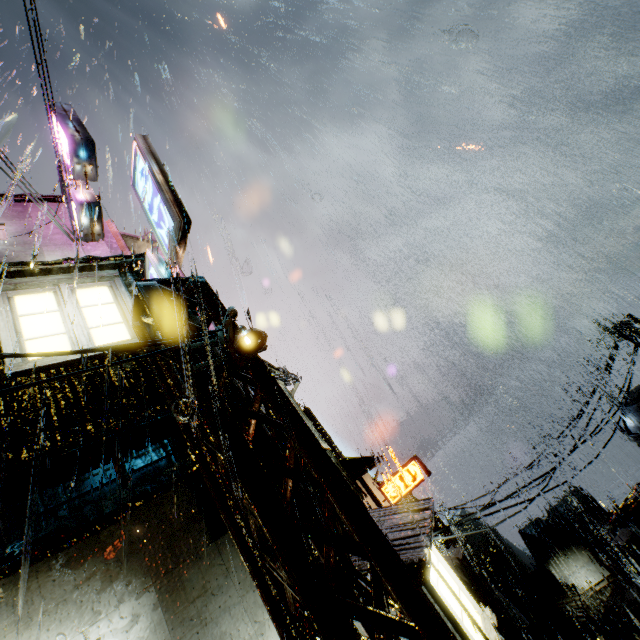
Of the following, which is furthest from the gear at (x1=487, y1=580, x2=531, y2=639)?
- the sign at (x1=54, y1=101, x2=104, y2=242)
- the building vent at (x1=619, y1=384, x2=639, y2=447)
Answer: the sign at (x1=54, y1=101, x2=104, y2=242)

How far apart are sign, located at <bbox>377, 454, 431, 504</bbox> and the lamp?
22.38m

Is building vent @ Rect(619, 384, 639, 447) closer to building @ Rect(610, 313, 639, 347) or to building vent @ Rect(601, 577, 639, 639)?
building @ Rect(610, 313, 639, 347)

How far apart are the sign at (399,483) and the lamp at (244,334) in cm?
2238

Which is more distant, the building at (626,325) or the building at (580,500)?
the building at (626,325)

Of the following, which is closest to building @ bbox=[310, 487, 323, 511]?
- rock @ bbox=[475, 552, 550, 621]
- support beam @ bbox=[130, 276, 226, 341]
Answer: support beam @ bbox=[130, 276, 226, 341]

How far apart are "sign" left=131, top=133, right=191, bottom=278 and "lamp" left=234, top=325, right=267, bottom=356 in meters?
2.4

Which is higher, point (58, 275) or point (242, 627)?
point (58, 275)
